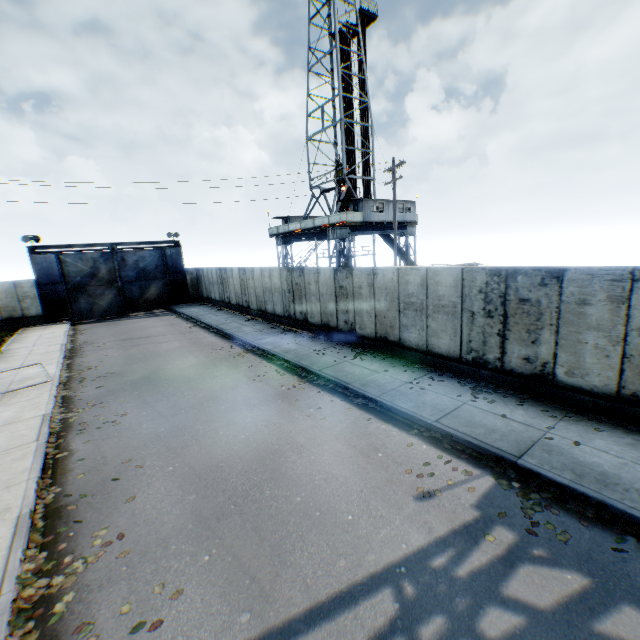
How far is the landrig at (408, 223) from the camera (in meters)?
29.18

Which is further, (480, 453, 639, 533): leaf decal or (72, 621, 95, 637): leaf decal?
(480, 453, 639, 533): leaf decal

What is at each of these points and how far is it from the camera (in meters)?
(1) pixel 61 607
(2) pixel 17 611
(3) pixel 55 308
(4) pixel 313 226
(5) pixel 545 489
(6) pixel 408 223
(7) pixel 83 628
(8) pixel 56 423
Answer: (1) leaf decal, 4.28
(2) leaf decal, 4.22
(3) metal gate, 25.88
(4) landrig, 29.11
(5) leaf decal, 5.66
(6) landrig, 31.88
(7) leaf decal, 4.01
(8) leaf decal, 9.38

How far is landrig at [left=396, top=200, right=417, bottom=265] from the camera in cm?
2918

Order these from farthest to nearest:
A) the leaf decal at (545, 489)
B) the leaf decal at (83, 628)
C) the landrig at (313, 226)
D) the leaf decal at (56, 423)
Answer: the landrig at (313, 226), the leaf decal at (56, 423), the leaf decal at (545, 489), the leaf decal at (83, 628)

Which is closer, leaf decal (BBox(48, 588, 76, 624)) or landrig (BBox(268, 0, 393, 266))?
leaf decal (BBox(48, 588, 76, 624))

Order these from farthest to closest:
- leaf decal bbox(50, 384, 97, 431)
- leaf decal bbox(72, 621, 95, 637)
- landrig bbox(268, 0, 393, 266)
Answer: landrig bbox(268, 0, 393, 266), leaf decal bbox(50, 384, 97, 431), leaf decal bbox(72, 621, 95, 637)

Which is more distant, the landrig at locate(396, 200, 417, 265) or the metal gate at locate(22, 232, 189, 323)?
the landrig at locate(396, 200, 417, 265)
